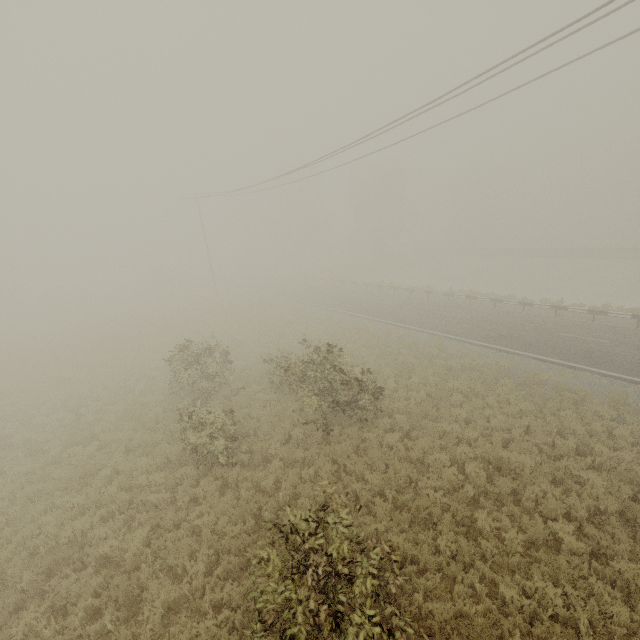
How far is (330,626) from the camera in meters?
4.6

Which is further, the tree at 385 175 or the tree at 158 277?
the tree at 158 277

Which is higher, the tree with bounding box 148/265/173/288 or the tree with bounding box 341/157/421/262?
the tree with bounding box 341/157/421/262

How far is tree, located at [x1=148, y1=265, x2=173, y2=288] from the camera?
53.5m

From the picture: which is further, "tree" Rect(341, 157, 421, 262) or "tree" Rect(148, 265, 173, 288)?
"tree" Rect(148, 265, 173, 288)

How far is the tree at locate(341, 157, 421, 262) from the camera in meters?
51.8

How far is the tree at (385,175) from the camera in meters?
51.8 m
